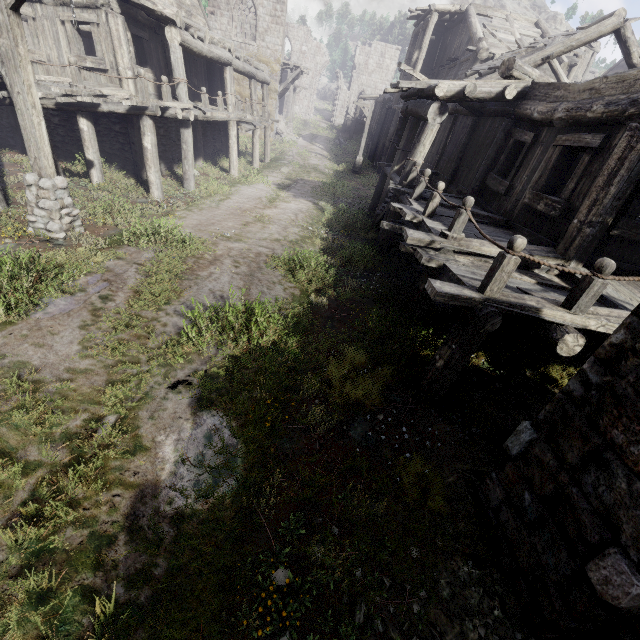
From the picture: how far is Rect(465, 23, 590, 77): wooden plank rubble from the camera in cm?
1297

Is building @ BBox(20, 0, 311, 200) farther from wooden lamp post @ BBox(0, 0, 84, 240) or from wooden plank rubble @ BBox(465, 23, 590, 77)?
wooden lamp post @ BBox(0, 0, 84, 240)

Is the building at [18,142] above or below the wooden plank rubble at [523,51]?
below

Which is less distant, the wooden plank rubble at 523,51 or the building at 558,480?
the building at 558,480

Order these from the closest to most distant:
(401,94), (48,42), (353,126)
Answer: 1. (48,42)
2. (401,94)
3. (353,126)

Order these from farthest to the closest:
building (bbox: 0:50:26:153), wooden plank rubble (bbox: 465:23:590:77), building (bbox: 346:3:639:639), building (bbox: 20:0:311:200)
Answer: wooden plank rubble (bbox: 465:23:590:77)
building (bbox: 20:0:311:200)
building (bbox: 0:50:26:153)
building (bbox: 346:3:639:639)
